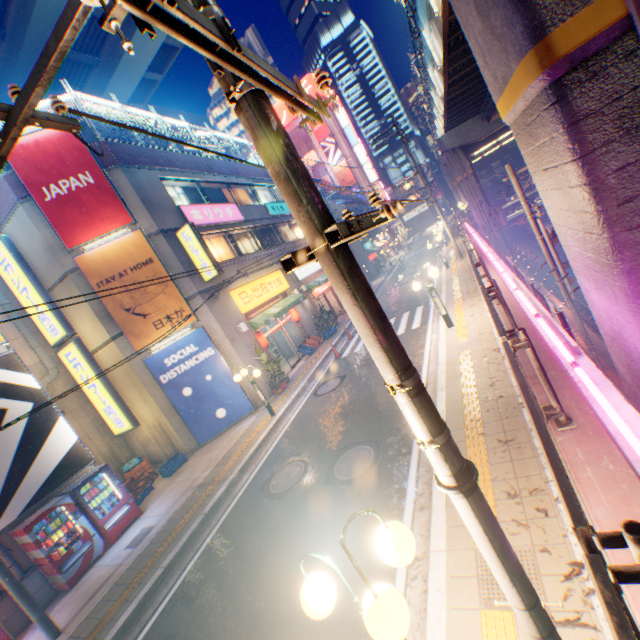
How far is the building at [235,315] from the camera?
14.1 meters

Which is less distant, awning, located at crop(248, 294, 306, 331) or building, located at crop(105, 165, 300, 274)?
building, located at crop(105, 165, 300, 274)

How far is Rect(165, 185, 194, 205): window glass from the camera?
15.90m

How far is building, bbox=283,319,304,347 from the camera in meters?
20.6 m

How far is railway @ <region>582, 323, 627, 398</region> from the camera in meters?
13.2 m

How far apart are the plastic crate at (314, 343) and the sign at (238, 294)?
3.12m

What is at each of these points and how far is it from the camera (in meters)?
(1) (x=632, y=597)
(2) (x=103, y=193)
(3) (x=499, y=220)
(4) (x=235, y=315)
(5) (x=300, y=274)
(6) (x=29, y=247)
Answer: (1) concrete block, 2.21
(2) billboard, 12.70
(3) electric pole, 27.05
(4) building, 15.25
(5) sign, 22.64
(6) building, 12.67

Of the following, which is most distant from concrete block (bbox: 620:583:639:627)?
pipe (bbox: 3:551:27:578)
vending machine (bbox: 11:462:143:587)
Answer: pipe (bbox: 3:551:27:578)
